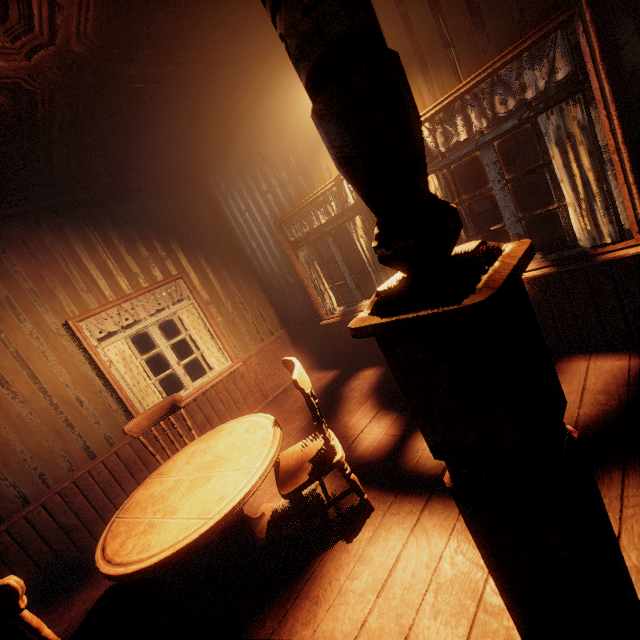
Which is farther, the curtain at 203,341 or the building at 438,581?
the curtain at 203,341

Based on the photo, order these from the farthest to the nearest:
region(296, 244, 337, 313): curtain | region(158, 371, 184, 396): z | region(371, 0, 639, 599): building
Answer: region(158, 371, 184, 396): z → region(296, 244, 337, 313): curtain → region(371, 0, 639, 599): building

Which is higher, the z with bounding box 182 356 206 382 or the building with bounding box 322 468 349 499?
the building with bounding box 322 468 349 499

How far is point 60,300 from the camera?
3.8 meters

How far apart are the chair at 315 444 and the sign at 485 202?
5.5m

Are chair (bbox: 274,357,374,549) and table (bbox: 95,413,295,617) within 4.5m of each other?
yes

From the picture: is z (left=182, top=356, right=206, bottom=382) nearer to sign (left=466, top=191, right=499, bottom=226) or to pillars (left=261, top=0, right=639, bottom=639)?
sign (left=466, top=191, right=499, bottom=226)

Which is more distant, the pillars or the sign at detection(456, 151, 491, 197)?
the sign at detection(456, 151, 491, 197)
